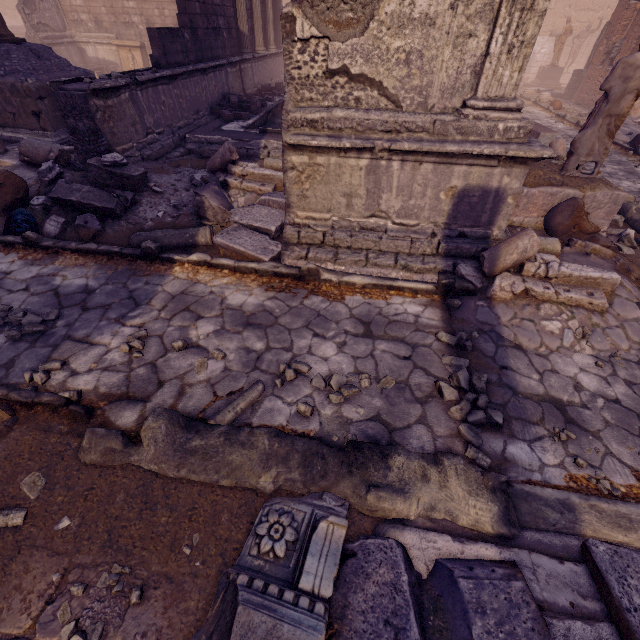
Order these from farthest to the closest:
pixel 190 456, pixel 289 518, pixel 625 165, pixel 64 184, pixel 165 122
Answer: pixel 625 165 → pixel 165 122 → pixel 64 184 → pixel 190 456 → pixel 289 518

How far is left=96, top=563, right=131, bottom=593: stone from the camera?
1.9m

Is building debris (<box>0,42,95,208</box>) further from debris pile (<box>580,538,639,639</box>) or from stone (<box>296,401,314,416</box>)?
debris pile (<box>580,538,639,639</box>)

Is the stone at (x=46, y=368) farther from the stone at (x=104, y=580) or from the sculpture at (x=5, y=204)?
the sculpture at (x=5, y=204)

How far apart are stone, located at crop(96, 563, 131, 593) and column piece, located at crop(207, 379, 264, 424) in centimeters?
101cm

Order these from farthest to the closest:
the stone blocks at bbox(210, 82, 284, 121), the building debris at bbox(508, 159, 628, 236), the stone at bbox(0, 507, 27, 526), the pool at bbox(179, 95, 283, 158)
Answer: the stone blocks at bbox(210, 82, 284, 121)
the pool at bbox(179, 95, 283, 158)
the building debris at bbox(508, 159, 628, 236)
the stone at bbox(0, 507, 27, 526)

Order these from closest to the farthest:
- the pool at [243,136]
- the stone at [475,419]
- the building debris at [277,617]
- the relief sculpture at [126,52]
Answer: the building debris at [277,617] → the stone at [475,419] → the pool at [243,136] → the relief sculpture at [126,52]

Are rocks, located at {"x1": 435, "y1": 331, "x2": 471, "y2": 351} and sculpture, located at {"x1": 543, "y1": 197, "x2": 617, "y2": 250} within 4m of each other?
yes
